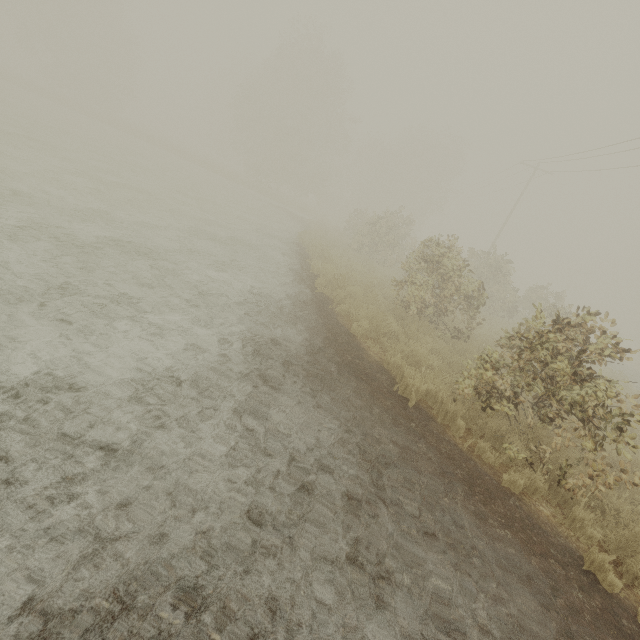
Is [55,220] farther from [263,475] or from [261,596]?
[261,596]
